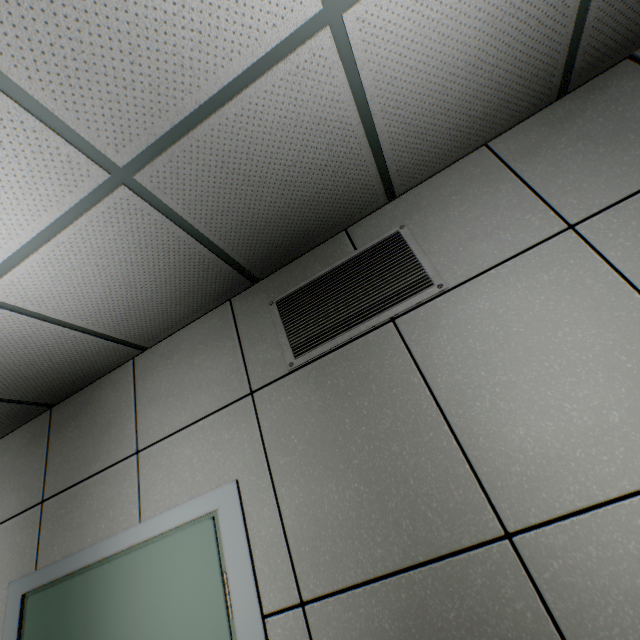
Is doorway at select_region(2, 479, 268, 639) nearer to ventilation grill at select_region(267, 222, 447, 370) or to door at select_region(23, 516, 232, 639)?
door at select_region(23, 516, 232, 639)

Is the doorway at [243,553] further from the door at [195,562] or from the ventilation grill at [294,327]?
the ventilation grill at [294,327]

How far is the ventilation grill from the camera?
1.7m

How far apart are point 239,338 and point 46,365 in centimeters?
132cm

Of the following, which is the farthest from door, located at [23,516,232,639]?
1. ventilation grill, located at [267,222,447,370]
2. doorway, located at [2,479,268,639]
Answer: ventilation grill, located at [267,222,447,370]
